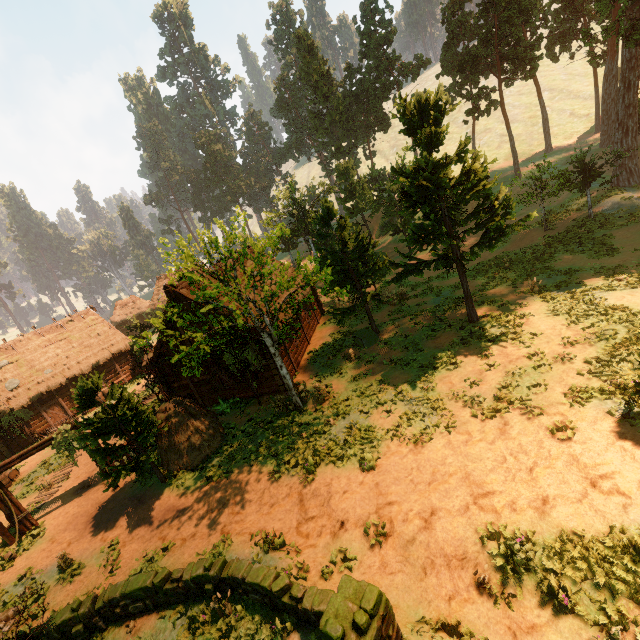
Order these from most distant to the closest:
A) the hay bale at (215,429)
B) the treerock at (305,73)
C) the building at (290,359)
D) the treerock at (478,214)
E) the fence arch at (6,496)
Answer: the treerock at (305,73)
the building at (290,359)
the hay bale at (215,429)
the fence arch at (6,496)
the treerock at (478,214)

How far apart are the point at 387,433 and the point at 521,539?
5.7 meters

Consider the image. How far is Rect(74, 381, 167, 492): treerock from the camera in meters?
13.0

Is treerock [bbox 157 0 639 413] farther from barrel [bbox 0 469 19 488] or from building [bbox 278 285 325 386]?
barrel [bbox 0 469 19 488]

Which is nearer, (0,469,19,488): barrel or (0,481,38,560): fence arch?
(0,481,38,560): fence arch

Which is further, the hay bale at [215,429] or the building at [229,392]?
the building at [229,392]

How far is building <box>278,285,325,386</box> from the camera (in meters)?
19.91
